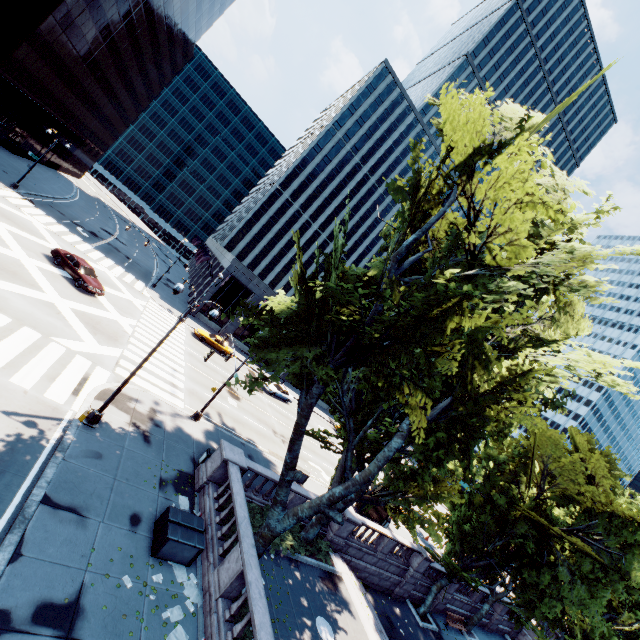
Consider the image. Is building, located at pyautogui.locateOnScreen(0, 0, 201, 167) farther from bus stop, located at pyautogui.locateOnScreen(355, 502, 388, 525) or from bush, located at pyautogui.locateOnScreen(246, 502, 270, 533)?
bus stop, located at pyautogui.locateOnScreen(355, 502, 388, 525)

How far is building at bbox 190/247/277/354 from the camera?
43.78m

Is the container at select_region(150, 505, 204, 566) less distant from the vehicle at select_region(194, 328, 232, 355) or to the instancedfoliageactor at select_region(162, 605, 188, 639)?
the instancedfoliageactor at select_region(162, 605, 188, 639)

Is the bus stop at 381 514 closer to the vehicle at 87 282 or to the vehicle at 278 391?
the vehicle at 278 391

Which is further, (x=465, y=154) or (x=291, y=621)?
(x=291, y=621)

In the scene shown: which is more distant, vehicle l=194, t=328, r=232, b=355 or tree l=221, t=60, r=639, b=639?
vehicle l=194, t=328, r=232, b=355

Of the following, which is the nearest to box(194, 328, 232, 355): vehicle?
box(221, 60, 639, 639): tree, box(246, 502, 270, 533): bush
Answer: box(221, 60, 639, 639): tree

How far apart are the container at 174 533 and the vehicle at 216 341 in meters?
26.1 m
